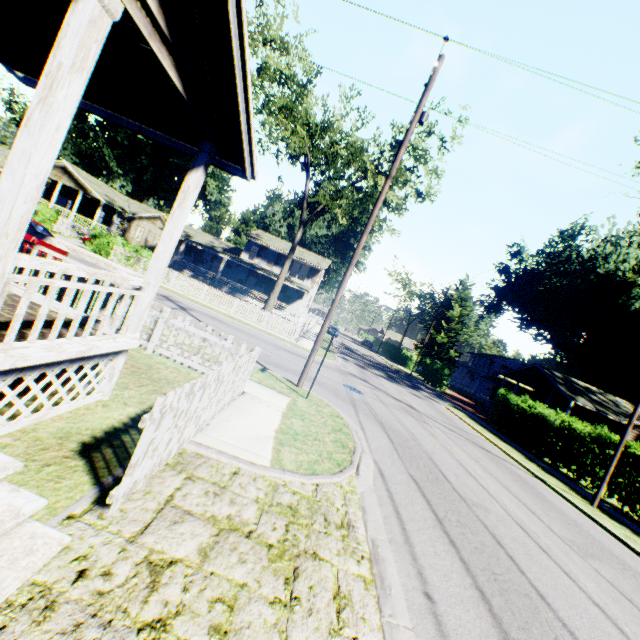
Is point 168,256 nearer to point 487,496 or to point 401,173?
point 487,496

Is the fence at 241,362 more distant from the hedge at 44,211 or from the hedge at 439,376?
the hedge at 439,376

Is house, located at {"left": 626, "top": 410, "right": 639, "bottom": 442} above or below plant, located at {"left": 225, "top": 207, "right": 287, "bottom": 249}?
below

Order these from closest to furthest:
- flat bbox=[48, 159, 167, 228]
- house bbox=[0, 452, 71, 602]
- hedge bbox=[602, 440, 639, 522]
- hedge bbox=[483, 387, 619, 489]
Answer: house bbox=[0, 452, 71, 602] → hedge bbox=[602, 440, 639, 522] → hedge bbox=[483, 387, 619, 489] → flat bbox=[48, 159, 167, 228]

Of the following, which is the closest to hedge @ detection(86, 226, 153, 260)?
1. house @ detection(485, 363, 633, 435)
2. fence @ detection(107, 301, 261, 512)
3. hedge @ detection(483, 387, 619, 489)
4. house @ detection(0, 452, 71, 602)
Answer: fence @ detection(107, 301, 261, 512)

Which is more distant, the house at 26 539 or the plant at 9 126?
the plant at 9 126

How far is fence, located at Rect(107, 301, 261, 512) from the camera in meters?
3.3 m

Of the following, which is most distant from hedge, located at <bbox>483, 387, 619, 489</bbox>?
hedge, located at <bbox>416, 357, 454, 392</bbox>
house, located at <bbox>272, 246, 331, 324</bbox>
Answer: house, located at <bbox>272, 246, 331, 324</bbox>
